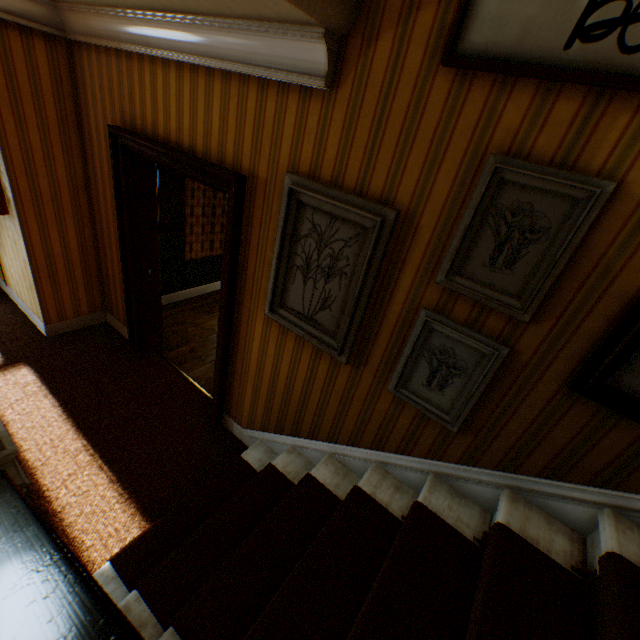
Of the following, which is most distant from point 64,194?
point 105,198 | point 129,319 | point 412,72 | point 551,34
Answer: point 551,34

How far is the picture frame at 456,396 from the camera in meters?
1.6 m

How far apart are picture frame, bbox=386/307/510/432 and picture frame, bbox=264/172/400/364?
0.3 meters

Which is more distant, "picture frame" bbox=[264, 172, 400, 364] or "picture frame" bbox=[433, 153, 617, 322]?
"picture frame" bbox=[264, 172, 400, 364]

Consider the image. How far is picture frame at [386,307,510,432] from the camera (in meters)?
1.59

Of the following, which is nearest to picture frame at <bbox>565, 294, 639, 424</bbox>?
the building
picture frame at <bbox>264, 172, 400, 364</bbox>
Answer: the building

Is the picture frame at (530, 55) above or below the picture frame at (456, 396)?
above

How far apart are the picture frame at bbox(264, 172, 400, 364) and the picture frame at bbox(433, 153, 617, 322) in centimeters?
32cm
